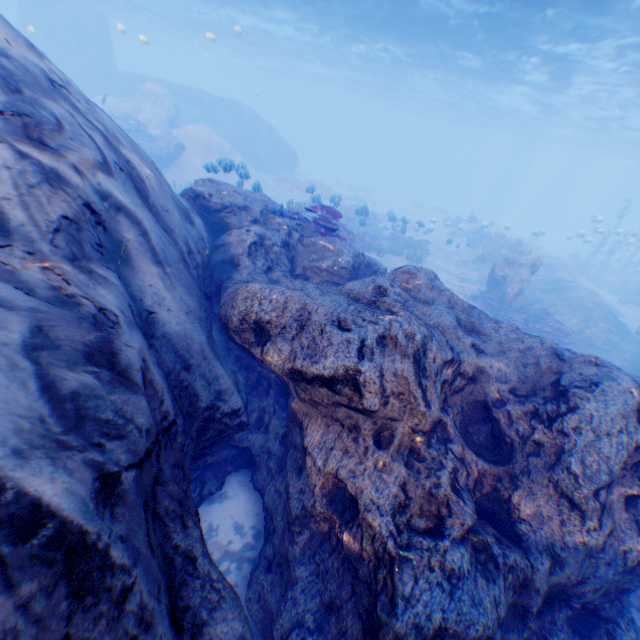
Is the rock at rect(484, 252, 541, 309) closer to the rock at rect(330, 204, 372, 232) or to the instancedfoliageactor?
the instancedfoliageactor

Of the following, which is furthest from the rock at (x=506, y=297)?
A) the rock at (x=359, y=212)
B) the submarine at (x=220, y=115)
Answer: the rock at (x=359, y=212)

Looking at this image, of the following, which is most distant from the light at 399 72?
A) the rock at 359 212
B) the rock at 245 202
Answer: the rock at 359 212

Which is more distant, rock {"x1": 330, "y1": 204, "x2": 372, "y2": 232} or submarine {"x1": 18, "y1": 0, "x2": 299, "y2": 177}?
submarine {"x1": 18, "y1": 0, "x2": 299, "y2": 177}

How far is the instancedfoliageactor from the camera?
13.0m

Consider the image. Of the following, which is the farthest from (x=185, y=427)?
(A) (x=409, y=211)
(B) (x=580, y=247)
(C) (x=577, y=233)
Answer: (B) (x=580, y=247)

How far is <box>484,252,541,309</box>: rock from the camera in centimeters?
1464cm

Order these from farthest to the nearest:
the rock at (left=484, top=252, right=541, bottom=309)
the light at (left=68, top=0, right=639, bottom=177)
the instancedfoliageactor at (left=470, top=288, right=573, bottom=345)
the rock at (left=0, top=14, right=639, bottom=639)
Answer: the light at (left=68, top=0, right=639, bottom=177) → the rock at (left=484, top=252, right=541, bottom=309) → the instancedfoliageactor at (left=470, top=288, right=573, bottom=345) → the rock at (left=0, top=14, right=639, bottom=639)
